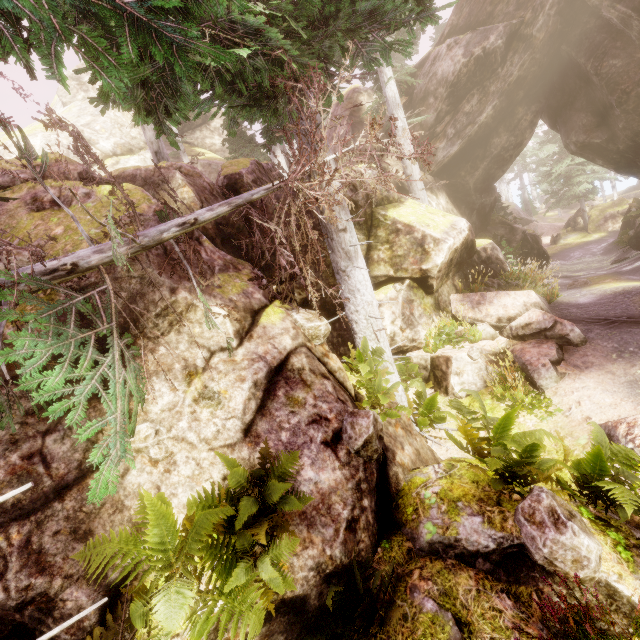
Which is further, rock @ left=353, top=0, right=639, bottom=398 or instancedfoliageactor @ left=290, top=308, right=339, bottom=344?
rock @ left=353, top=0, right=639, bottom=398

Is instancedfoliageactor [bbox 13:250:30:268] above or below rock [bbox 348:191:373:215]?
above

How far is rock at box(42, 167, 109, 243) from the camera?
5.9m

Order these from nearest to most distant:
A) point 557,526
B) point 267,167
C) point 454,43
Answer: point 557,526 → point 267,167 → point 454,43

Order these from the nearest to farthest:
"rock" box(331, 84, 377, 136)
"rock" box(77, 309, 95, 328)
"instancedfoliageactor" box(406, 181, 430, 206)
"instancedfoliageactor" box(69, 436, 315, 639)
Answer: "instancedfoliageactor" box(69, 436, 315, 639) → "rock" box(77, 309, 95, 328) → "instancedfoliageactor" box(406, 181, 430, 206) → "rock" box(331, 84, 377, 136)

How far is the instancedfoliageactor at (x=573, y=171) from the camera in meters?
32.2 m
